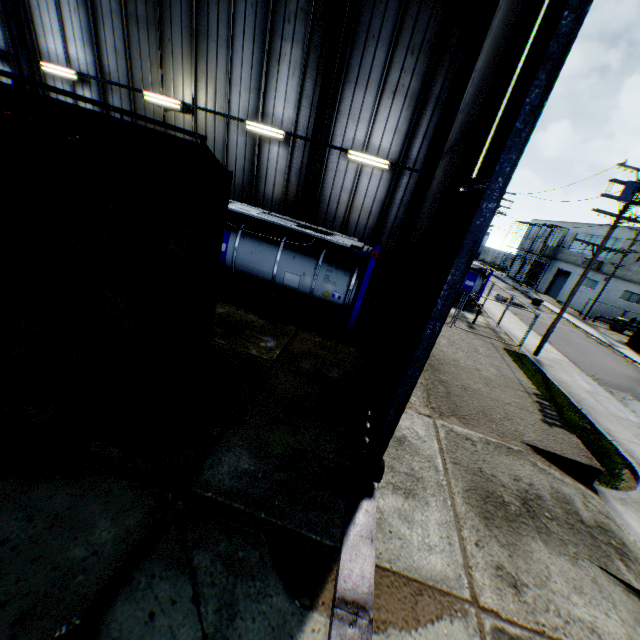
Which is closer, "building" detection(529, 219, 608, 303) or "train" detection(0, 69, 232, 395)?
"train" detection(0, 69, 232, 395)

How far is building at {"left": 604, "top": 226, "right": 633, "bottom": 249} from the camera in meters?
33.0 m

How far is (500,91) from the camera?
5.1 meters

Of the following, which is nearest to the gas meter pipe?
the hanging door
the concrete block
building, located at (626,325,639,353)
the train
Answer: building, located at (626,325,639,353)

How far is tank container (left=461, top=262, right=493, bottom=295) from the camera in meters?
23.7 m

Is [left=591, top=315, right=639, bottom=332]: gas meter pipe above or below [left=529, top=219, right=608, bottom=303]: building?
below

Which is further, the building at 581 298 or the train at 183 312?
the building at 581 298

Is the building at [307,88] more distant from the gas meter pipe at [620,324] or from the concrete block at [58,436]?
the gas meter pipe at [620,324]
